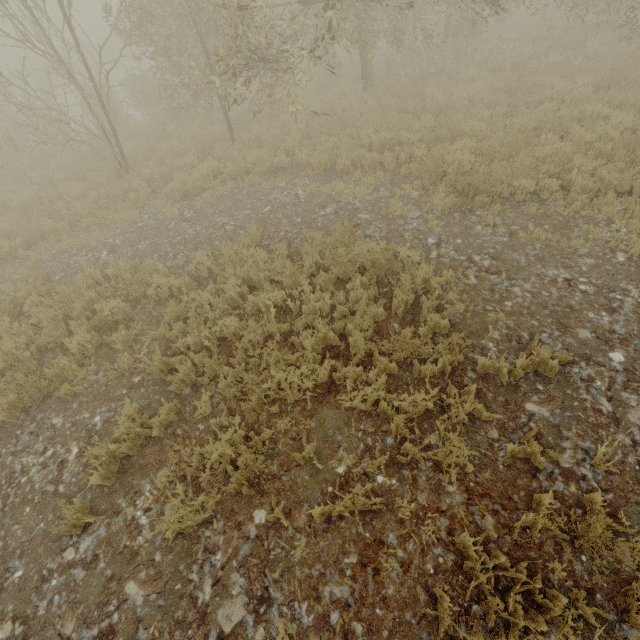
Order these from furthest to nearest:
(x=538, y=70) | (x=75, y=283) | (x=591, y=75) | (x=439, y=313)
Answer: (x=538, y=70), (x=591, y=75), (x=75, y=283), (x=439, y=313)
